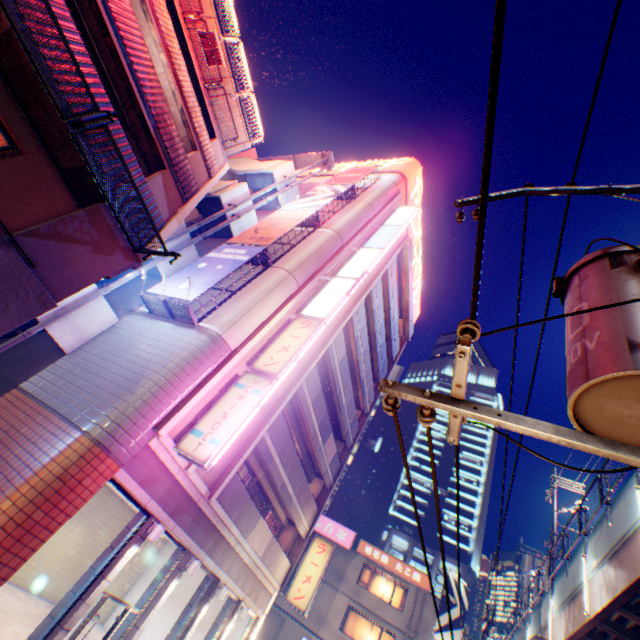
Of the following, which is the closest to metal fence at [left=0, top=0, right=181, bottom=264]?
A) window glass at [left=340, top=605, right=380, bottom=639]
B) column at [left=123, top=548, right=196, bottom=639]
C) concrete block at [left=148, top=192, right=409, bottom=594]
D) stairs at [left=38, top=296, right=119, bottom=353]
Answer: concrete block at [left=148, top=192, right=409, bottom=594]

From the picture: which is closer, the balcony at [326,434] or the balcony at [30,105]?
the balcony at [30,105]

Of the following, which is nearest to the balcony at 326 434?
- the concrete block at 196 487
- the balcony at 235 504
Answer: the concrete block at 196 487

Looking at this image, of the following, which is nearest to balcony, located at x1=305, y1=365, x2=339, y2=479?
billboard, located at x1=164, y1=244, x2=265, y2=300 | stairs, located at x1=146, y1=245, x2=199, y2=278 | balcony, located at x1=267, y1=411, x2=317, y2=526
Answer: balcony, located at x1=267, y1=411, x2=317, y2=526

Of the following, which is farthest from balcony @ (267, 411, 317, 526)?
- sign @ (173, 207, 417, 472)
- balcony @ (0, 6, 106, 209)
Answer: balcony @ (0, 6, 106, 209)

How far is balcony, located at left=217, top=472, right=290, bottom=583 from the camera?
12.4 meters

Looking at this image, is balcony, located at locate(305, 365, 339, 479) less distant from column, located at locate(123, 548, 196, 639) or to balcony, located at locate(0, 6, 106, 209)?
column, located at locate(123, 548, 196, 639)

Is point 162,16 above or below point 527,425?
above
